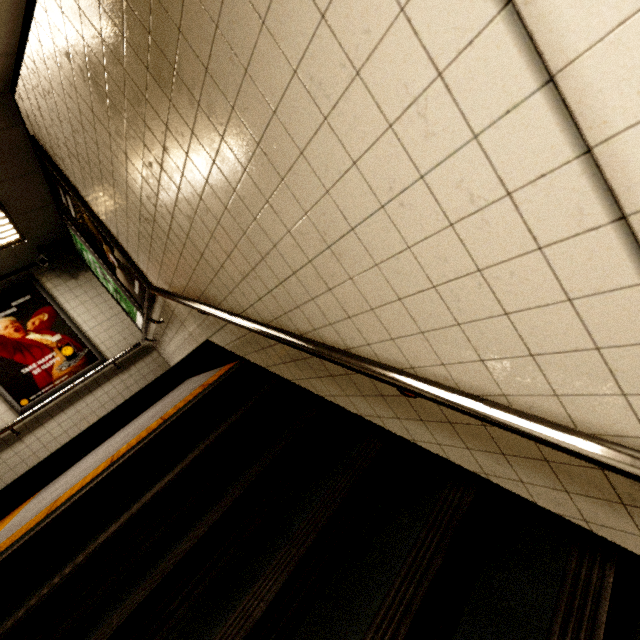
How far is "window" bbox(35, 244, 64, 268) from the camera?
4.8 meters

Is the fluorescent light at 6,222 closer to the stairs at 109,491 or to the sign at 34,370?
the sign at 34,370

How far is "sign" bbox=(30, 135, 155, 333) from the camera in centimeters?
313cm

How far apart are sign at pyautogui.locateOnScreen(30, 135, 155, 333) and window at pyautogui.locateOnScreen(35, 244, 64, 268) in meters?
1.1 m

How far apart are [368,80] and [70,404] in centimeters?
620cm

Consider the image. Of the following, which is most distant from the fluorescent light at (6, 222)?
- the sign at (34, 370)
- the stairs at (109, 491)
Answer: the stairs at (109, 491)

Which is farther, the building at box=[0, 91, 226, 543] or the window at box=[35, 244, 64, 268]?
the window at box=[35, 244, 64, 268]

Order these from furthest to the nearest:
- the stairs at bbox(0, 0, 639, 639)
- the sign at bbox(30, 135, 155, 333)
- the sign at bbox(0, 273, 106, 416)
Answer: the sign at bbox(0, 273, 106, 416), the sign at bbox(30, 135, 155, 333), the stairs at bbox(0, 0, 639, 639)
